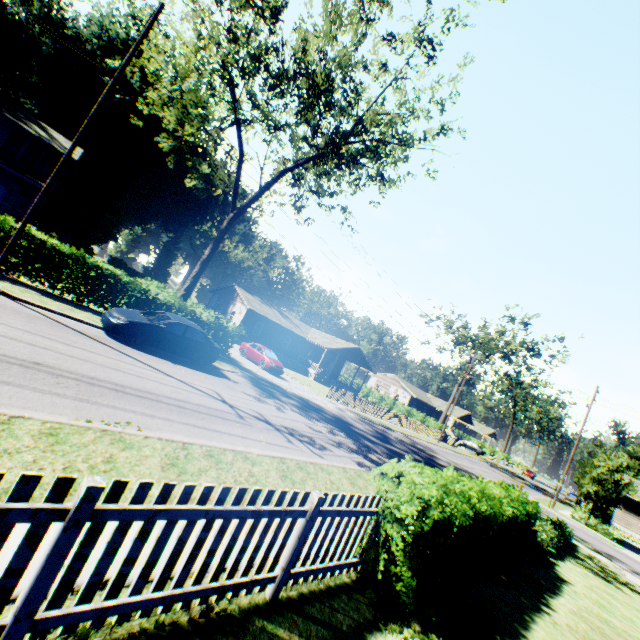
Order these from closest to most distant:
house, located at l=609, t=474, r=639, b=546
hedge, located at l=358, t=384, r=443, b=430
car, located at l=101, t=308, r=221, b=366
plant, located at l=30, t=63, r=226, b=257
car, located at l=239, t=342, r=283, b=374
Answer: car, located at l=101, t=308, r=221, b=366 → car, located at l=239, t=342, r=283, b=374 → house, located at l=609, t=474, r=639, b=546 → plant, located at l=30, t=63, r=226, b=257 → hedge, located at l=358, t=384, r=443, b=430

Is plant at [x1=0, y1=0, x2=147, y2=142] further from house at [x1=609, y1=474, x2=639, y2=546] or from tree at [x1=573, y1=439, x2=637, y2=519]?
tree at [x1=573, y1=439, x2=637, y2=519]

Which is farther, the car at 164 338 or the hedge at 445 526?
the car at 164 338

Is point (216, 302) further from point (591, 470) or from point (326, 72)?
point (591, 470)

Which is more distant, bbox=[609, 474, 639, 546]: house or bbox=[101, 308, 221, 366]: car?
bbox=[609, 474, 639, 546]: house

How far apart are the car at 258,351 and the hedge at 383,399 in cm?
2799

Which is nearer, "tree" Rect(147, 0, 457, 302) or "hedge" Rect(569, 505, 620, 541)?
"tree" Rect(147, 0, 457, 302)

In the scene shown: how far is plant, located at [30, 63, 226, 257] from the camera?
41.28m
